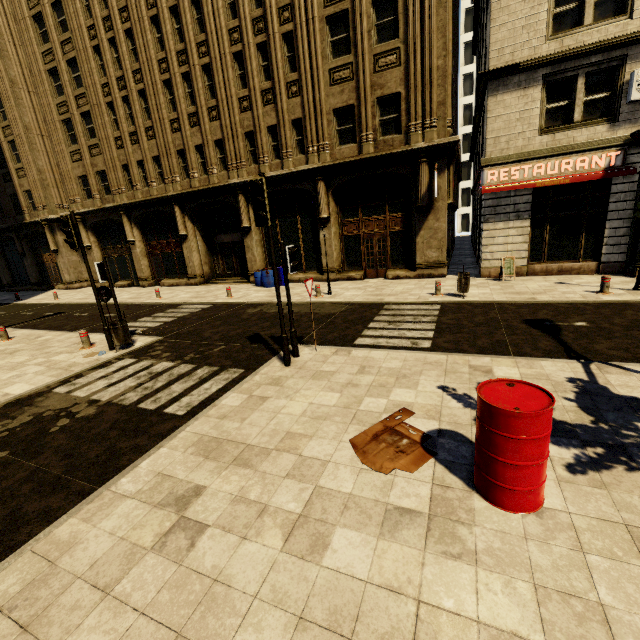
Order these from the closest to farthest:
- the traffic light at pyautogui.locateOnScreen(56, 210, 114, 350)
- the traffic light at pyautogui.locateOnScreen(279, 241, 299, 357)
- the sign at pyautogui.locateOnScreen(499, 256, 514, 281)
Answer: the traffic light at pyautogui.locateOnScreen(279, 241, 299, 357) → the traffic light at pyautogui.locateOnScreen(56, 210, 114, 350) → the sign at pyautogui.locateOnScreen(499, 256, 514, 281)

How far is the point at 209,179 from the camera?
18.8 meters

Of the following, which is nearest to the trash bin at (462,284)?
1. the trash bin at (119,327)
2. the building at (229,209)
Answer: the building at (229,209)

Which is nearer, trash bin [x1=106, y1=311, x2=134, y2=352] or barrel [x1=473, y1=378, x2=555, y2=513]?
barrel [x1=473, y1=378, x2=555, y2=513]

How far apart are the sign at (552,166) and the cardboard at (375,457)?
12.2m

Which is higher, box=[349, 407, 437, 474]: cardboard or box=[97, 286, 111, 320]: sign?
box=[97, 286, 111, 320]: sign

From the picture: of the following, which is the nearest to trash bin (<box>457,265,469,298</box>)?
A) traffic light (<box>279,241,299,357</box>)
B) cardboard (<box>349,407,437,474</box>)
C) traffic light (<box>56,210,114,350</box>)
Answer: traffic light (<box>279,241,299,357</box>)

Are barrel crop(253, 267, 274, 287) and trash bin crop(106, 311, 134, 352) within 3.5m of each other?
no
